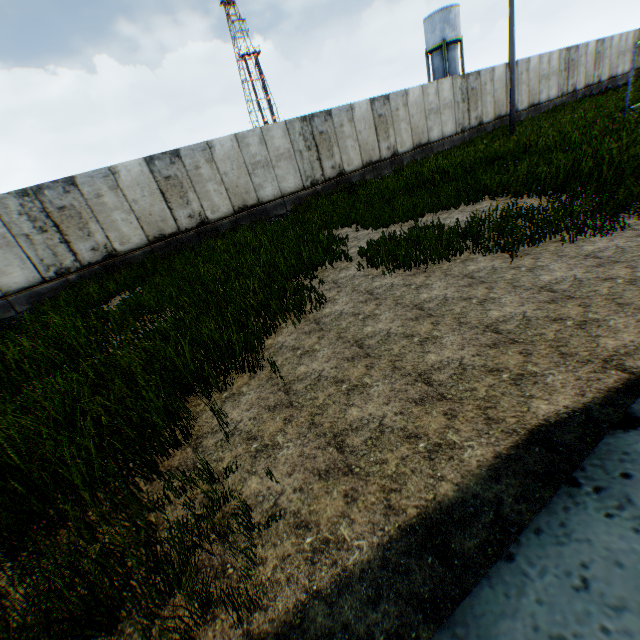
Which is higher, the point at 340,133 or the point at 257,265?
the point at 340,133

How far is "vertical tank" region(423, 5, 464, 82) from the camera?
37.41m

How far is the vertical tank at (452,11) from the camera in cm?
3741
